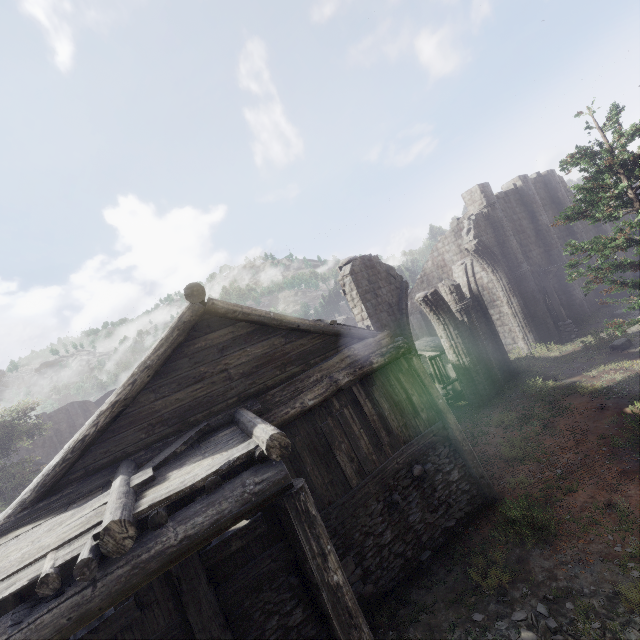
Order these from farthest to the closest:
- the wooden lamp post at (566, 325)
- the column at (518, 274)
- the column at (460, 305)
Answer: the column at (518, 274)
the wooden lamp post at (566, 325)
the column at (460, 305)

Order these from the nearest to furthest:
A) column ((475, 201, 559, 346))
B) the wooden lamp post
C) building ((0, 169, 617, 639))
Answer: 1. building ((0, 169, 617, 639))
2. the wooden lamp post
3. column ((475, 201, 559, 346))

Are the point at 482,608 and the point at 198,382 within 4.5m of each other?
no

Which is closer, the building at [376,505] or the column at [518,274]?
the building at [376,505]

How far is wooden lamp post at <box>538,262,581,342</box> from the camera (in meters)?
19.45

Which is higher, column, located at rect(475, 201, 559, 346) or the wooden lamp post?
column, located at rect(475, 201, 559, 346)

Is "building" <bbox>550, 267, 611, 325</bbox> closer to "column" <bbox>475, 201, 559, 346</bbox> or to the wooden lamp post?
"column" <bbox>475, 201, 559, 346</bbox>

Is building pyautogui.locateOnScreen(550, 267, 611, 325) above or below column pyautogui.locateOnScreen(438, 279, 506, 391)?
below
